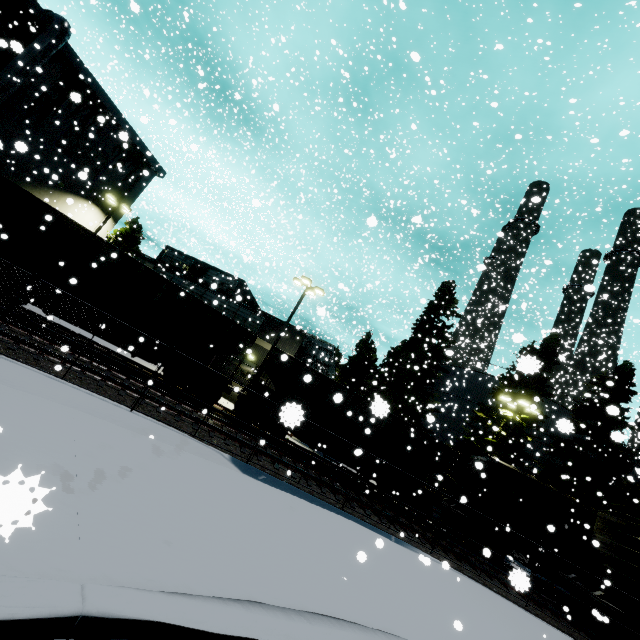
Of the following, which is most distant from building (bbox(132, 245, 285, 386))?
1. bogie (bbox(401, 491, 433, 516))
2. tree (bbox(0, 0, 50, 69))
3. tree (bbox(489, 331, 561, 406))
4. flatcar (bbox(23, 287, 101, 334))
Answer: bogie (bbox(401, 491, 433, 516))

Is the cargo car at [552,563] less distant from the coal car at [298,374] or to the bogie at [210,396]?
the coal car at [298,374]

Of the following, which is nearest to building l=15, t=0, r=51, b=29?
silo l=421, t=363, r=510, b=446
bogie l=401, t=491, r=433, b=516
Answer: silo l=421, t=363, r=510, b=446

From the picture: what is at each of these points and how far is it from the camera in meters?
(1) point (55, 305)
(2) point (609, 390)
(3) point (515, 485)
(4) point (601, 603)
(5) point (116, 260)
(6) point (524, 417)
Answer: (1) flatcar, 12.7 m
(2) tree, 23.8 m
(3) cargo car, 17.5 m
(4) flatcar, 12.6 m
(5) coal car, 13.6 m
(6) tree, 22.9 m

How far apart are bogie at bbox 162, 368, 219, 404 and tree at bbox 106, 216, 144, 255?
17.9 meters

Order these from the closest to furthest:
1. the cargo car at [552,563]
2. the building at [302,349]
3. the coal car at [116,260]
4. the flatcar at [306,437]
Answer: the flatcar at [306,437], the coal car at [116,260], the cargo car at [552,563], the building at [302,349]

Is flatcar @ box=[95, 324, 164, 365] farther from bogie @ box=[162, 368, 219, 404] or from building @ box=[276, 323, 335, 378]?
building @ box=[276, 323, 335, 378]

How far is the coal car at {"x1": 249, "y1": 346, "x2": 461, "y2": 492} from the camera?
16.8m
